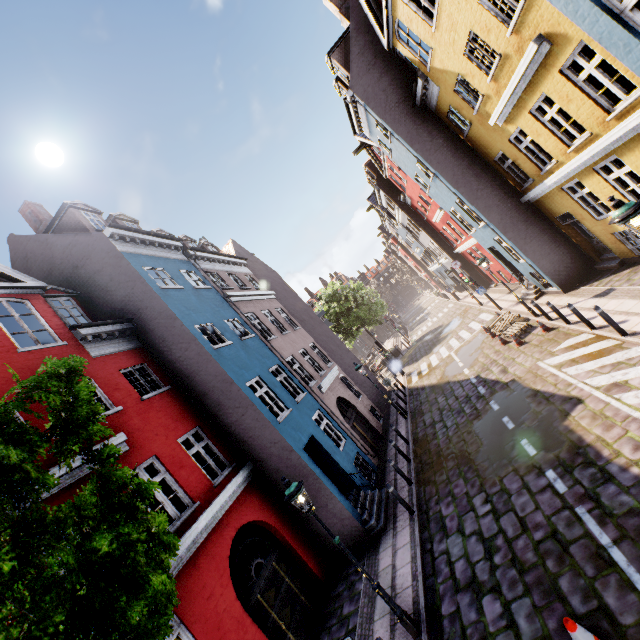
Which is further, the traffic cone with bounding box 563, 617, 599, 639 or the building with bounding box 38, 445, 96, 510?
the building with bounding box 38, 445, 96, 510

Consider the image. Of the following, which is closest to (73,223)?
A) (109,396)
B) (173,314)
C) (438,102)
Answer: (173,314)

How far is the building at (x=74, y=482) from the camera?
6.5 meters

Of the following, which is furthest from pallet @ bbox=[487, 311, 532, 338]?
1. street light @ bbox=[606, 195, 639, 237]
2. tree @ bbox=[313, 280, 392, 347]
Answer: tree @ bbox=[313, 280, 392, 347]

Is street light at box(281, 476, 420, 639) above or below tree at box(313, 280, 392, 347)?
below

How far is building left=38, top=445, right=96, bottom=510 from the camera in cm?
654

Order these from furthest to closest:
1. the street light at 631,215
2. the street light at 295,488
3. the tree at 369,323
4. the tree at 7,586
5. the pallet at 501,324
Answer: the tree at 369,323 < the pallet at 501,324 < the street light at 295,488 < the street light at 631,215 < the tree at 7,586

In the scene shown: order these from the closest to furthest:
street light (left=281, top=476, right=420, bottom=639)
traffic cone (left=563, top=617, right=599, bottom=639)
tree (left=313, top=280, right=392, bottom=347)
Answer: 1. traffic cone (left=563, top=617, right=599, bottom=639)
2. street light (left=281, top=476, right=420, bottom=639)
3. tree (left=313, top=280, right=392, bottom=347)
